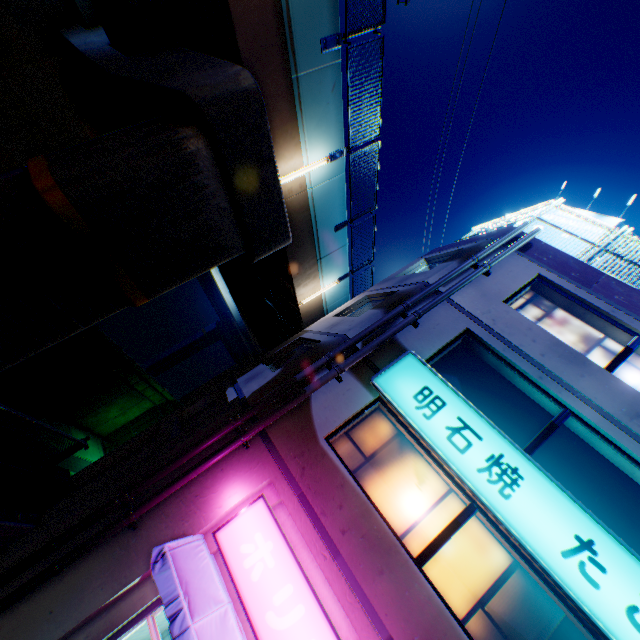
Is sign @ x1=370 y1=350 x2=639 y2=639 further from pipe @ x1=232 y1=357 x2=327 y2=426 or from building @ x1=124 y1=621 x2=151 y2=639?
pipe @ x1=232 y1=357 x2=327 y2=426

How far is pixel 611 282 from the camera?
8.8m

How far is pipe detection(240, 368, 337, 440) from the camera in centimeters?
684cm

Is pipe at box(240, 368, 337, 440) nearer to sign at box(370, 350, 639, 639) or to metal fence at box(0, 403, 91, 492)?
sign at box(370, 350, 639, 639)

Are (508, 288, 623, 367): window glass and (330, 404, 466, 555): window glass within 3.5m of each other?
no

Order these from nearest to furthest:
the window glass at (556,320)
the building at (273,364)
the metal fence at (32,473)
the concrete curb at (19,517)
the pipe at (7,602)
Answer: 1. the pipe at (7,602)
2. the metal fence at (32,473)
3. the building at (273,364)
4. the concrete curb at (19,517)
5. the window glass at (556,320)

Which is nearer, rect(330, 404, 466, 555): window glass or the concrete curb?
rect(330, 404, 466, 555): window glass

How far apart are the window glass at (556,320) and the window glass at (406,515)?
4.4m
